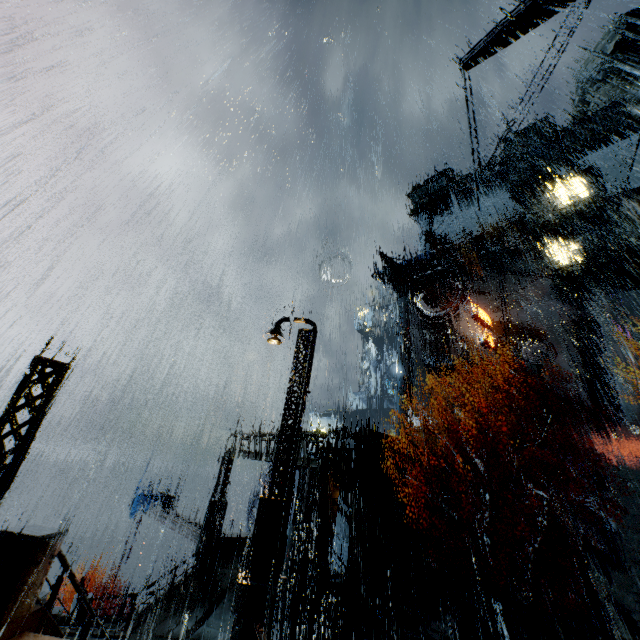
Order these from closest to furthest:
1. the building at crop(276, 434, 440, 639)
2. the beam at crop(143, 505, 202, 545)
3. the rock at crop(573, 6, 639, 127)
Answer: the building at crop(276, 434, 440, 639)
the beam at crop(143, 505, 202, 545)
the rock at crop(573, 6, 639, 127)

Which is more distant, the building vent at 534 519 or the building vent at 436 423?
the building vent at 436 423

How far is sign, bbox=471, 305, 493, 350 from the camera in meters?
37.4

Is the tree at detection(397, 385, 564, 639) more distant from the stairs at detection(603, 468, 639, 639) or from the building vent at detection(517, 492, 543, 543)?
the building vent at detection(517, 492, 543, 543)

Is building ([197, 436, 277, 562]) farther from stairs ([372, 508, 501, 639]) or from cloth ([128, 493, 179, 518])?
cloth ([128, 493, 179, 518])

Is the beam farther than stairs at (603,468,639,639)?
Yes

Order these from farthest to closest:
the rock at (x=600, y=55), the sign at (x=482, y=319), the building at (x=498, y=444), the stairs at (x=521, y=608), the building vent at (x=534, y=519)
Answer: the rock at (x=600, y=55) → the sign at (x=482, y=319) → the building at (x=498, y=444) → the building vent at (x=534, y=519) → the stairs at (x=521, y=608)

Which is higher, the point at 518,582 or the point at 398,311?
the point at 398,311
